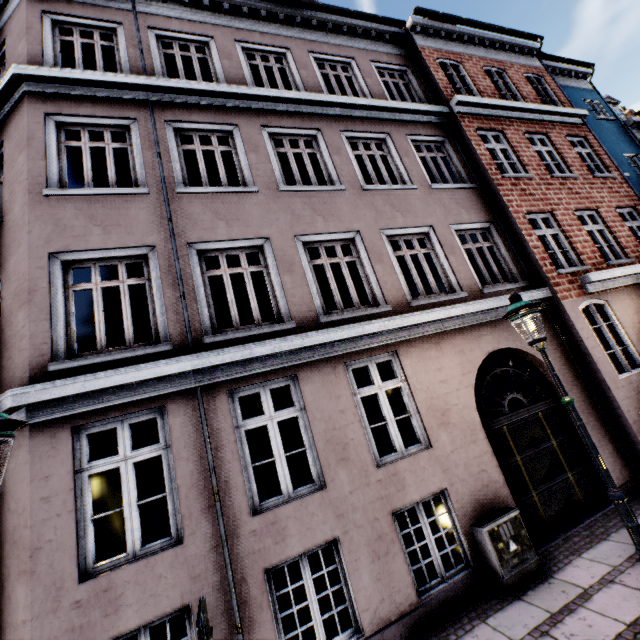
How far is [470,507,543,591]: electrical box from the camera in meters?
4.8 m

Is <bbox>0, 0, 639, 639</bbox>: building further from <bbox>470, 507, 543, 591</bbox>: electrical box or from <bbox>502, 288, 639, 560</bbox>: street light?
<bbox>502, 288, 639, 560</bbox>: street light

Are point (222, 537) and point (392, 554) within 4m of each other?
yes

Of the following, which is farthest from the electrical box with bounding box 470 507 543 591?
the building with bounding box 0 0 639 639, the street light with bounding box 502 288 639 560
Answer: the street light with bounding box 502 288 639 560

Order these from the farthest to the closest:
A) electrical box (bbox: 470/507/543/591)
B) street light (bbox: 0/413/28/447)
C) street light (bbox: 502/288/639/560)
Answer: electrical box (bbox: 470/507/543/591) < street light (bbox: 502/288/639/560) < street light (bbox: 0/413/28/447)

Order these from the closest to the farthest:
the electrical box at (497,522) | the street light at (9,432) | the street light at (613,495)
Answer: the street light at (9,432) < the street light at (613,495) < the electrical box at (497,522)

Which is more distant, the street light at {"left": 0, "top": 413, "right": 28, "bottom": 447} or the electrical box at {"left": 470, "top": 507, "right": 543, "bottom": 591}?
the electrical box at {"left": 470, "top": 507, "right": 543, "bottom": 591}

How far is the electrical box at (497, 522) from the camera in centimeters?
475cm
